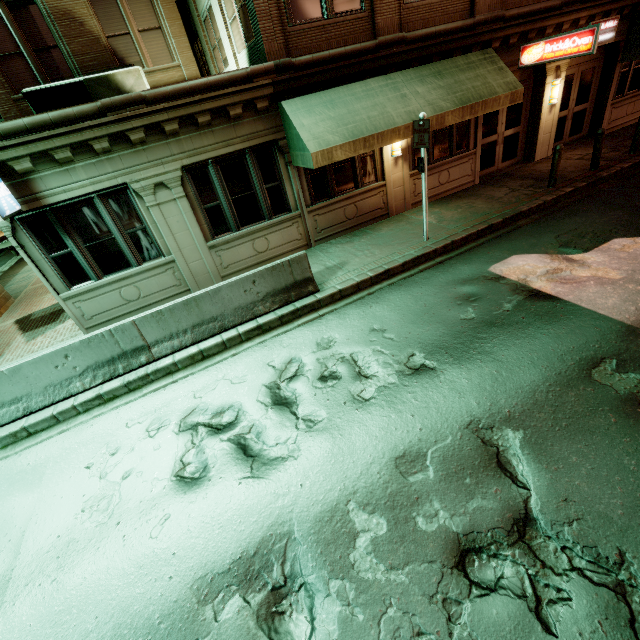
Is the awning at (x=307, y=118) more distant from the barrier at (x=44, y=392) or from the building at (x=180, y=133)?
→ the barrier at (x=44, y=392)

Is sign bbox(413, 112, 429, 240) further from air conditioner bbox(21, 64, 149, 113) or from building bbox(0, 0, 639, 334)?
air conditioner bbox(21, 64, 149, 113)

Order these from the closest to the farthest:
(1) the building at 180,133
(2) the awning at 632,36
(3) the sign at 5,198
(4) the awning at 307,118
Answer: (3) the sign at 5,198 < (1) the building at 180,133 < (4) the awning at 307,118 < (2) the awning at 632,36

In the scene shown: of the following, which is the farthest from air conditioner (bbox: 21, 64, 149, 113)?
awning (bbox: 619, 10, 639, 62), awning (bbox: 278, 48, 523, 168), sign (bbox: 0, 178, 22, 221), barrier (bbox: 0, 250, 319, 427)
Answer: awning (bbox: 619, 10, 639, 62)

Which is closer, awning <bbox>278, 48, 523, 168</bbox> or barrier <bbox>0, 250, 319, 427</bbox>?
barrier <bbox>0, 250, 319, 427</bbox>

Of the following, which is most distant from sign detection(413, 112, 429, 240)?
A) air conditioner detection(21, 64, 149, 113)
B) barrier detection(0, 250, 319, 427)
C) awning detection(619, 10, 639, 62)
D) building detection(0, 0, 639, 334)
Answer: awning detection(619, 10, 639, 62)

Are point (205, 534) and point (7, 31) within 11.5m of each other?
no

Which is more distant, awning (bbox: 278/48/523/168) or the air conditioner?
the air conditioner
